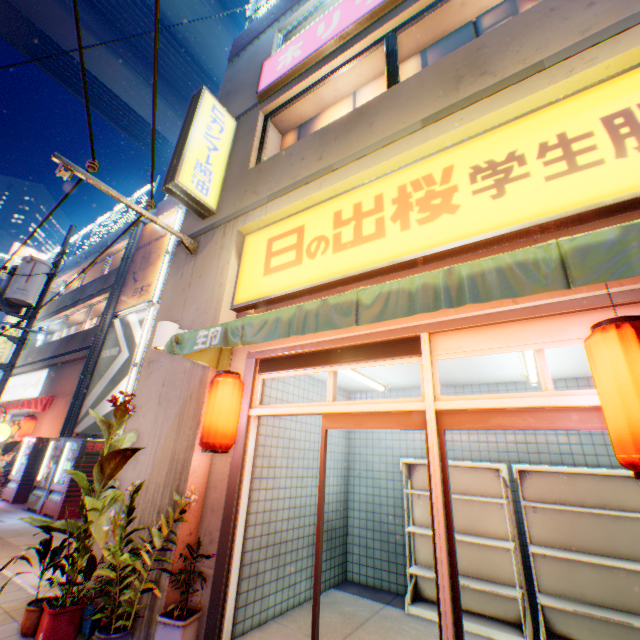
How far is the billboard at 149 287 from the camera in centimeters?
1225cm

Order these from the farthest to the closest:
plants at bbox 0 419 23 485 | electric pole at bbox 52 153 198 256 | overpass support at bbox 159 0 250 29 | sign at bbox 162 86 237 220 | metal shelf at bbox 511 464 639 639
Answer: overpass support at bbox 159 0 250 29 < plants at bbox 0 419 23 485 < sign at bbox 162 86 237 220 < electric pole at bbox 52 153 198 256 < metal shelf at bbox 511 464 639 639

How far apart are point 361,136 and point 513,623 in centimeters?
682cm

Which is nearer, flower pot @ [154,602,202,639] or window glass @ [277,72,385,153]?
flower pot @ [154,602,202,639]

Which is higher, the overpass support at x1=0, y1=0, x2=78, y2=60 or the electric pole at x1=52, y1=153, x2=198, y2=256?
the overpass support at x1=0, y1=0, x2=78, y2=60

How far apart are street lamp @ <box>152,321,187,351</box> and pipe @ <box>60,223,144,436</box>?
9.5m

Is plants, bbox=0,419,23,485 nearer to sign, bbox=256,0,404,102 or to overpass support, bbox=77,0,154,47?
overpass support, bbox=77,0,154,47

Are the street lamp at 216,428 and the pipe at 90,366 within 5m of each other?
no
